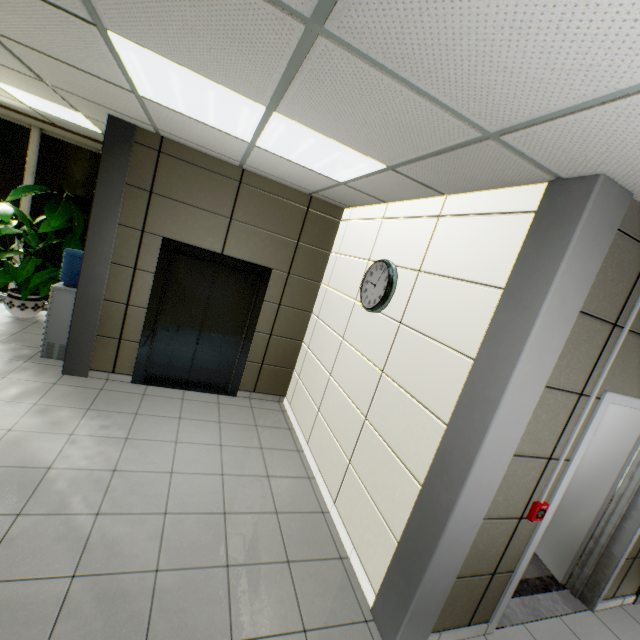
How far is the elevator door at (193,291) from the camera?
4.56m

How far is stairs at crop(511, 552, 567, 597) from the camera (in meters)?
3.13

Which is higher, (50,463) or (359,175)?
(359,175)

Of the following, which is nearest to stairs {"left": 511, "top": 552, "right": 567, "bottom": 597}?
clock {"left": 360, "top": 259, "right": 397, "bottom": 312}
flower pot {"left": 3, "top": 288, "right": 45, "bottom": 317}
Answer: clock {"left": 360, "top": 259, "right": 397, "bottom": 312}

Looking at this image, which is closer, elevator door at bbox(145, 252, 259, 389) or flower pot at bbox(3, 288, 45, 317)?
elevator door at bbox(145, 252, 259, 389)

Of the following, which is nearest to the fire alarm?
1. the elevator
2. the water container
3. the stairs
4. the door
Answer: the door

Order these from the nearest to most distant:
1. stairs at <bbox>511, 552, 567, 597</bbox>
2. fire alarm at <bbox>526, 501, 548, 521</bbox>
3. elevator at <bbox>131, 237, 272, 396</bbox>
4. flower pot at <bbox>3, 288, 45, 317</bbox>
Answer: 1. fire alarm at <bbox>526, 501, 548, 521</bbox>
2. stairs at <bbox>511, 552, 567, 597</bbox>
3. elevator at <bbox>131, 237, 272, 396</bbox>
4. flower pot at <bbox>3, 288, 45, 317</bbox>

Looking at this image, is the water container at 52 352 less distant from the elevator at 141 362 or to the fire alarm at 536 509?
the elevator at 141 362
